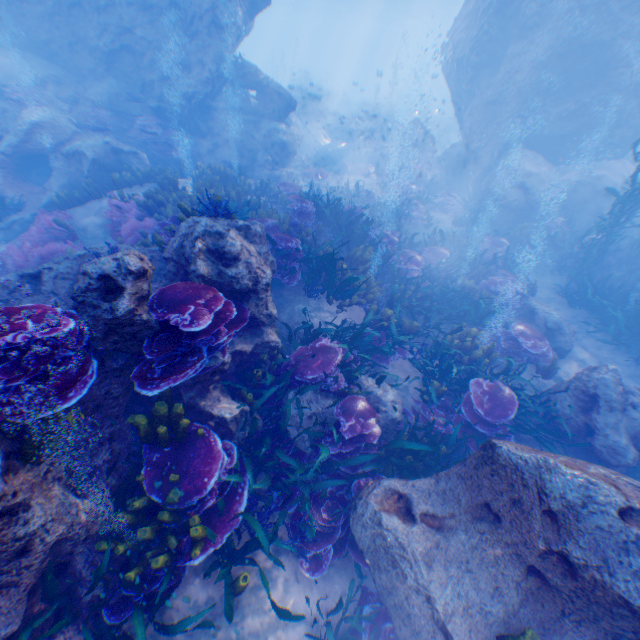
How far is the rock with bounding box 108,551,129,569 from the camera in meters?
3.6 m

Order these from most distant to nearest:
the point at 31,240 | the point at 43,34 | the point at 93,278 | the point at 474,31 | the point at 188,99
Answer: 1. the point at 474,31
2. the point at 188,99
3. the point at 43,34
4. the point at 31,240
5. the point at 93,278

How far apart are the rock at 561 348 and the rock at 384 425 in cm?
541

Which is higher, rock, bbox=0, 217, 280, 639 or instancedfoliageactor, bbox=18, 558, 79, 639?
rock, bbox=0, 217, 280, 639

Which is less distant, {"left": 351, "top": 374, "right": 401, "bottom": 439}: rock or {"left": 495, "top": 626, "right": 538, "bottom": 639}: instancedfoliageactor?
{"left": 495, "top": 626, "right": 538, "bottom": 639}: instancedfoliageactor

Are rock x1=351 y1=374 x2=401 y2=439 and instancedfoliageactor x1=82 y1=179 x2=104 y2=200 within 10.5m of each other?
yes

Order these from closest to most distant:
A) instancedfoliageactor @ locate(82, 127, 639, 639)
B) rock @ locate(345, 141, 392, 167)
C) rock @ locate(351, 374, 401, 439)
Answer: instancedfoliageactor @ locate(82, 127, 639, 639) < rock @ locate(351, 374, 401, 439) < rock @ locate(345, 141, 392, 167)

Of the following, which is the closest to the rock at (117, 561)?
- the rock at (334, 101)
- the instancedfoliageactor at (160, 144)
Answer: the instancedfoliageactor at (160, 144)
